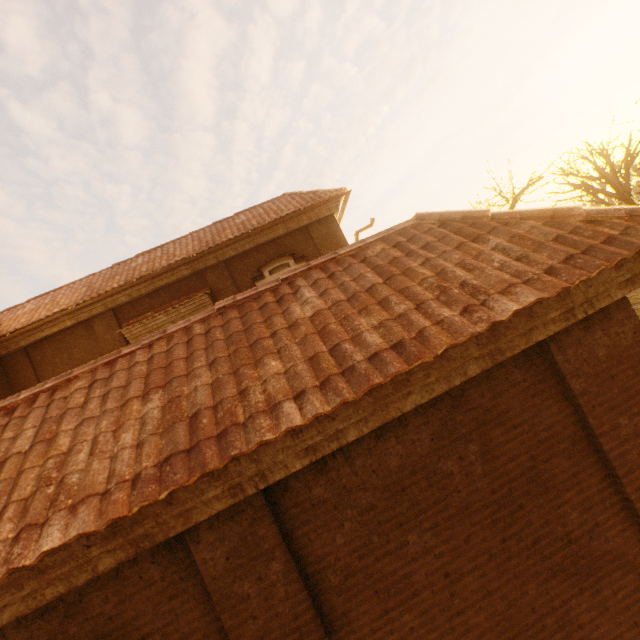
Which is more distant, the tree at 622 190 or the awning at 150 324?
the tree at 622 190

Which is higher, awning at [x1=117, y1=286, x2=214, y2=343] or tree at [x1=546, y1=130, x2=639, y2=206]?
awning at [x1=117, y1=286, x2=214, y2=343]

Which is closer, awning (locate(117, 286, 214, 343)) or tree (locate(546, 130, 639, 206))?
awning (locate(117, 286, 214, 343))

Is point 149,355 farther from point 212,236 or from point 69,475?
point 212,236

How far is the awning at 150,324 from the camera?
10.4m

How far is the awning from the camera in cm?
1042
